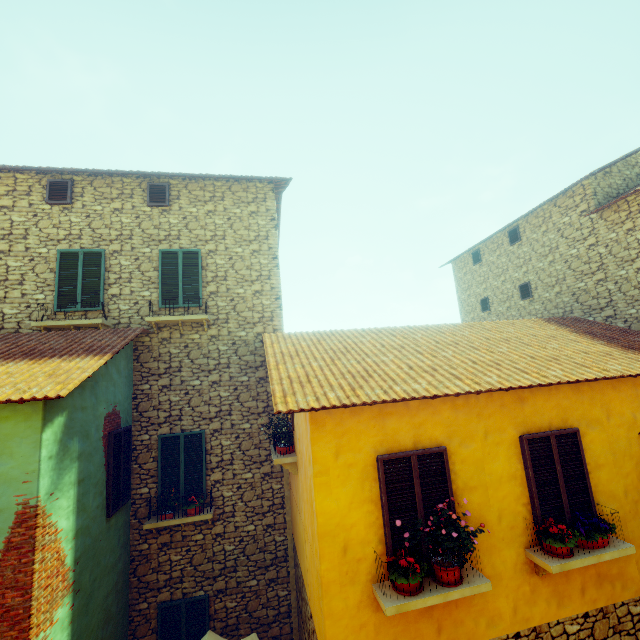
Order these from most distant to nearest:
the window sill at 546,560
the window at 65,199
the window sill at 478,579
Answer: the window at 65,199 → the window sill at 546,560 → the window sill at 478,579

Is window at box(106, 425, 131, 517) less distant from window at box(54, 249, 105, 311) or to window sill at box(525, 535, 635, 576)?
window at box(54, 249, 105, 311)

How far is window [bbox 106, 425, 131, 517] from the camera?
6.6m

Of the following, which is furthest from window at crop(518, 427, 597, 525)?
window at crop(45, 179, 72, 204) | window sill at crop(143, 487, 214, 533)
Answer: window at crop(45, 179, 72, 204)

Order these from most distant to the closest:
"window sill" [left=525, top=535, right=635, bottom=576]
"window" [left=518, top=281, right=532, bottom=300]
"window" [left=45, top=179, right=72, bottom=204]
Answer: "window" [left=518, top=281, right=532, bottom=300], "window" [left=45, top=179, right=72, bottom=204], "window sill" [left=525, top=535, right=635, bottom=576]

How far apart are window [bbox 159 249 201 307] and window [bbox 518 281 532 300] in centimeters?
1285cm

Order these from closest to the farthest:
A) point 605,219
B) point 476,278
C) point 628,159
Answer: point 605,219 → point 628,159 → point 476,278

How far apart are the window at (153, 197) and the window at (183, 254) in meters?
1.3 m
